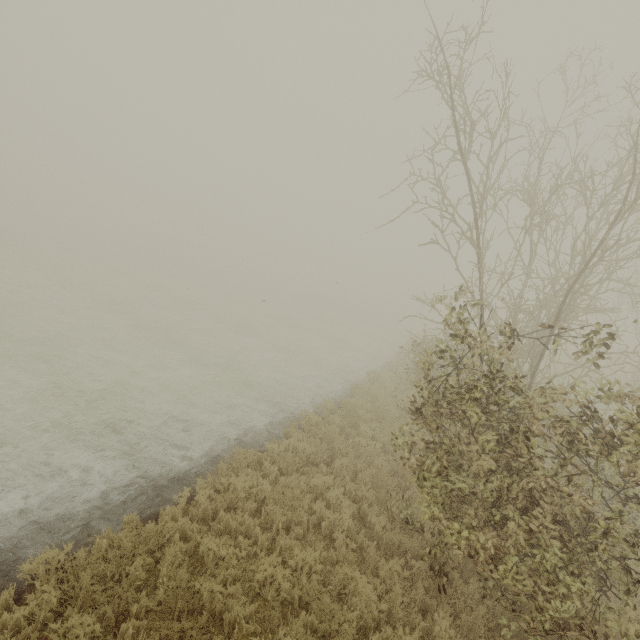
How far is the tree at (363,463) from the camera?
8.50m

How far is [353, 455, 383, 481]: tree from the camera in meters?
8.5

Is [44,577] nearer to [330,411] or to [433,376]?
[433,376]

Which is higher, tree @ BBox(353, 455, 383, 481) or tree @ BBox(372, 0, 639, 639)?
tree @ BBox(372, 0, 639, 639)

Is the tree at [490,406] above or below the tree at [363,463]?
above

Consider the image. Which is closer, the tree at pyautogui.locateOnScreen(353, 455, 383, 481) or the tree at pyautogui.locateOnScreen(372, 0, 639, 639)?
the tree at pyautogui.locateOnScreen(372, 0, 639, 639)
